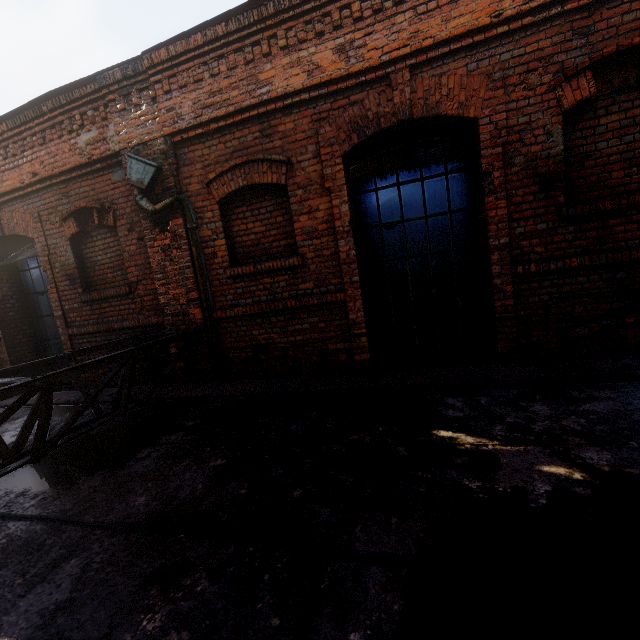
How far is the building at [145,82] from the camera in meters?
4.4 m

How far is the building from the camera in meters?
4.4 m

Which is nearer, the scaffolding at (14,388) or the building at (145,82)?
the scaffolding at (14,388)

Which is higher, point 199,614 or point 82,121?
point 82,121

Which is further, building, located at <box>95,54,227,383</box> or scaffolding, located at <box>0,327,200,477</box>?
building, located at <box>95,54,227,383</box>
